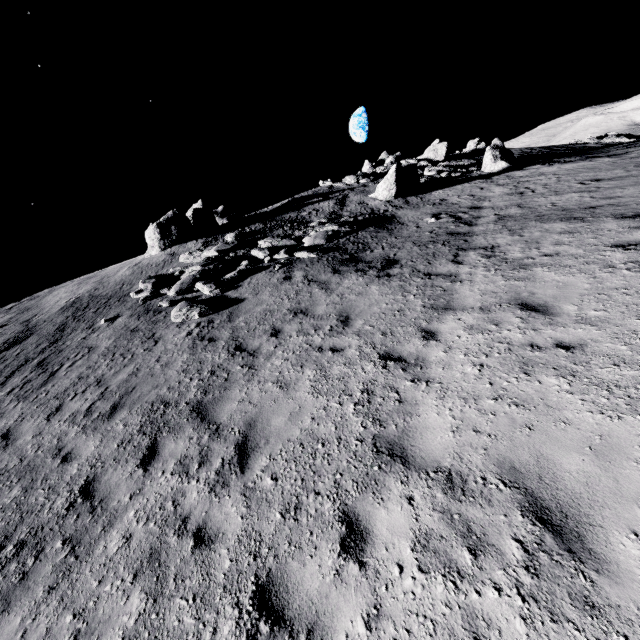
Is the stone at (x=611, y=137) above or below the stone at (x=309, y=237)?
below

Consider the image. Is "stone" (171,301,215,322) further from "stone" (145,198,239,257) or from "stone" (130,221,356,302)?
"stone" (145,198,239,257)

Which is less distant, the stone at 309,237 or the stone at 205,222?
the stone at 309,237

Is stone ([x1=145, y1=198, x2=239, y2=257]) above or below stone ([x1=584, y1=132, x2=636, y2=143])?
above

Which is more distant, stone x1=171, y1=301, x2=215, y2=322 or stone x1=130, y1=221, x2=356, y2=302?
stone x1=130, y1=221, x2=356, y2=302

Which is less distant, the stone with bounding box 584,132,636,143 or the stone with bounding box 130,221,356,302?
the stone with bounding box 130,221,356,302

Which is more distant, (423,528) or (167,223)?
(167,223)

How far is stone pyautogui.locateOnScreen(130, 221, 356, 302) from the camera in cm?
1359
